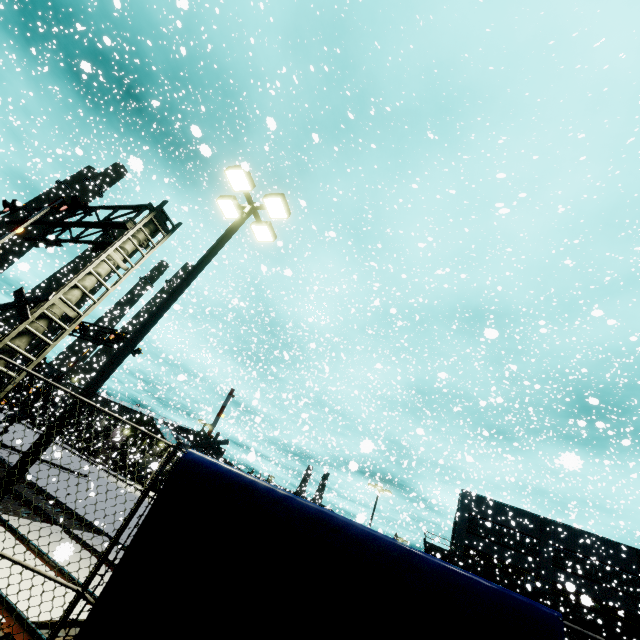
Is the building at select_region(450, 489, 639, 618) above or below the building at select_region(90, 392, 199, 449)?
above

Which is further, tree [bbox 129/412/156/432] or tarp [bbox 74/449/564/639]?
tree [bbox 129/412/156/432]

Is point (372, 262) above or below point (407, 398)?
below

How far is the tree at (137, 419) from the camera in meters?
42.3 m

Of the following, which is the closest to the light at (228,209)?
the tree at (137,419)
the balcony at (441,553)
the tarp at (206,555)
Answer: the tarp at (206,555)

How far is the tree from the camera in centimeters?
4227cm

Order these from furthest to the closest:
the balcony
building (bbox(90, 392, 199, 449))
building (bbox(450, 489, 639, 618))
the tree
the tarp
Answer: the tree → building (bbox(90, 392, 199, 449)) → building (bbox(450, 489, 639, 618)) → the balcony → the tarp

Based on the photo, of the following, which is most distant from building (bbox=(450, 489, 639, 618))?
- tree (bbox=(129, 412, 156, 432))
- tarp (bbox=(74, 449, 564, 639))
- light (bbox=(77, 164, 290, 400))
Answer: light (bbox=(77, 164, 290, 400))
